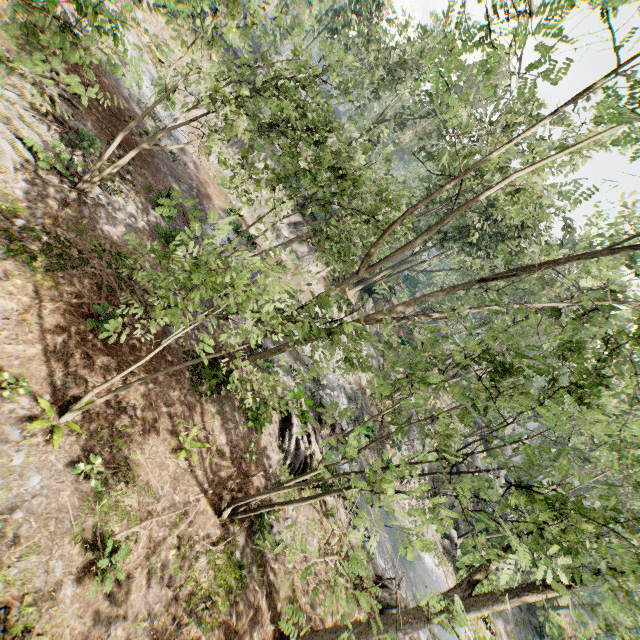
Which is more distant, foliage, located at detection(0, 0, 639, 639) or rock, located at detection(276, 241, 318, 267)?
rock, located at detection(276, 241, 318, 267)

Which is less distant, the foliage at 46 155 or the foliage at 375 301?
the foliage at 375 301

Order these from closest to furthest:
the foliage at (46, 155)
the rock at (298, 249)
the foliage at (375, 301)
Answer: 1. the foliage at (375, 301)
2. the foliage at (46, 155)
3. the rock at (298, 249)

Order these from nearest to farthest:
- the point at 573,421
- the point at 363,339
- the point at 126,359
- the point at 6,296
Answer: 1. the point at 6,296
2. the point at 126,359
3. the point at 363,339
4. the point at 573,421

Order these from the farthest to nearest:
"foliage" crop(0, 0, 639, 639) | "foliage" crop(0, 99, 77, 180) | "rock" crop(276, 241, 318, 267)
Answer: "rock" crop(276, 241, 318, 267) → "foliage" crop(0, 99, 77, 180) → "foliage" crop(0, 0, 639, 639)

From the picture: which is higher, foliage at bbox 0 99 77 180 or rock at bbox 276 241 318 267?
rock at bbox 276 241 318 267
